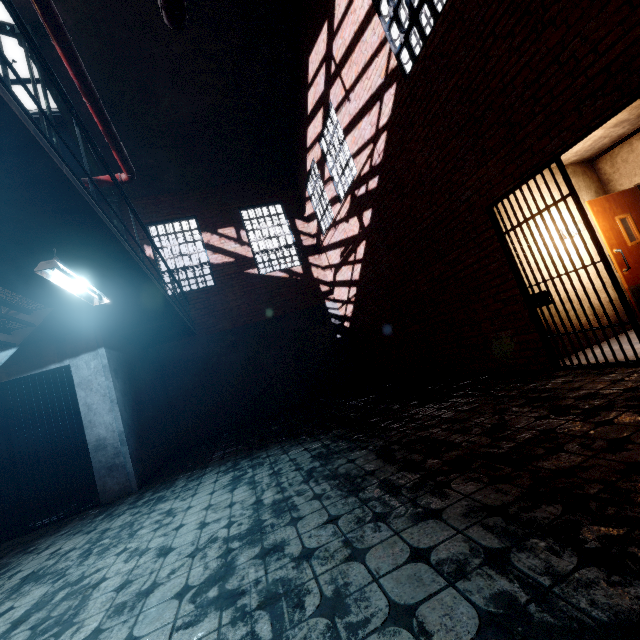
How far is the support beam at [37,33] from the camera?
6.6 meters

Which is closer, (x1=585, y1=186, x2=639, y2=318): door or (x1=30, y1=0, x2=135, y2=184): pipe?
(x1=30, y1=0, x2=135, y2=184): pipe

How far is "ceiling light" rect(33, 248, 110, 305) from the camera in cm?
286

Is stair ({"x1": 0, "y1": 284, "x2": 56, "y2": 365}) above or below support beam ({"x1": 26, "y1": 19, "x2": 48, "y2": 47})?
below

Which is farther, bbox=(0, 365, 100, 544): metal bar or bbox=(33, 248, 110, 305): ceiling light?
bbox=(0, 365, 100, 544): metal bar

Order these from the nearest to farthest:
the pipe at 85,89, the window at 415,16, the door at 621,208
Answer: the pipe at 85,89 → the window at 415,16 → the door at 621,208

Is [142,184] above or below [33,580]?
above

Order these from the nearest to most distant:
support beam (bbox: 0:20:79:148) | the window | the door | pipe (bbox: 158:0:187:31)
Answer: pipe (bbox: 158:0:187:31) → the window → the door → support beam (bbox: 0:20:79:148)
